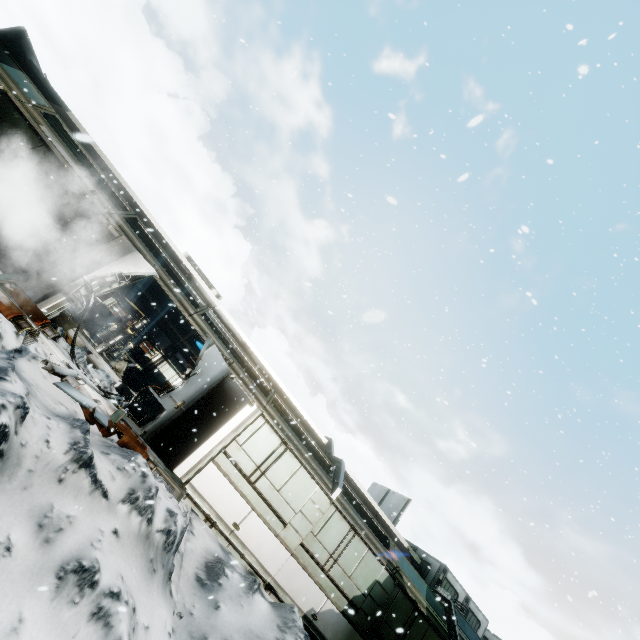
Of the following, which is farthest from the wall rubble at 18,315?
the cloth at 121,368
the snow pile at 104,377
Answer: the cloth at 121,368

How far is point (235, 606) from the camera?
6.0 meters

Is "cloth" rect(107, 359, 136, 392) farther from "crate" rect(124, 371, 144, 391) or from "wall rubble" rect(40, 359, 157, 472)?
"wall rubble" rect(40, 359, 157, 472)

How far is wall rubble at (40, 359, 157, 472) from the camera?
6.2m

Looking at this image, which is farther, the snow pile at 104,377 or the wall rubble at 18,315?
the snow pile at 104,377

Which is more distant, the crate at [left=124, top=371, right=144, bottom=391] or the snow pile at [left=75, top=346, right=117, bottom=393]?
the crate at [left=124, top=371, right=144, bottom=391]

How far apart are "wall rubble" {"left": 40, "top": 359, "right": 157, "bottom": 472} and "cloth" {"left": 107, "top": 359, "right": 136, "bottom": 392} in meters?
7.3 m

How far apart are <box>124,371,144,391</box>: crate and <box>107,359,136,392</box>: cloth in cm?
1
